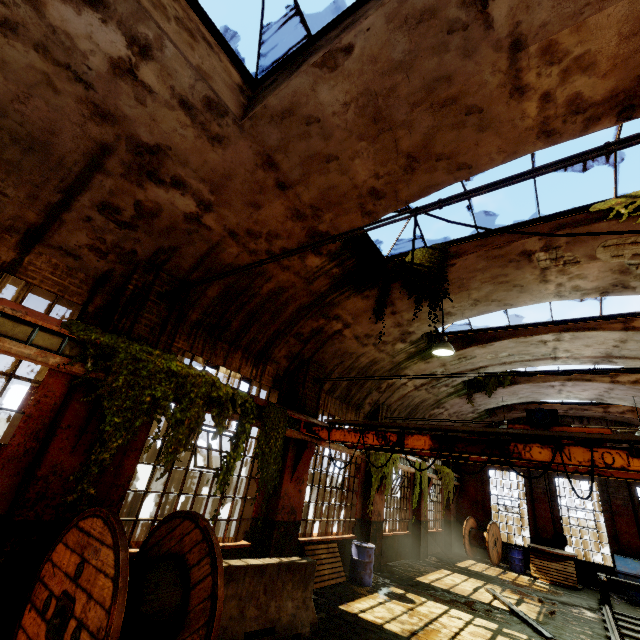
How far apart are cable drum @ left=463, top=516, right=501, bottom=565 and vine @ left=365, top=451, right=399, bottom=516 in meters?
8.0

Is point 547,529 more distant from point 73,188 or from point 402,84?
point 73,188

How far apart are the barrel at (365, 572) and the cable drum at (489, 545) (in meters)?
9.76

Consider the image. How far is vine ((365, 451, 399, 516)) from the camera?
10.3m

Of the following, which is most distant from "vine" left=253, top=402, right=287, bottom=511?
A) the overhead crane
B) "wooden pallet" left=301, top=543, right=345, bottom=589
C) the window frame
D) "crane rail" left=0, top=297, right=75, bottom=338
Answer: the window frame

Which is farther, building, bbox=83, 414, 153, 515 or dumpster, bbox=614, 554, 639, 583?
dumpster, bbox=614, 554, 639, 583

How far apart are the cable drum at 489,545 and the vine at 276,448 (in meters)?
14.68

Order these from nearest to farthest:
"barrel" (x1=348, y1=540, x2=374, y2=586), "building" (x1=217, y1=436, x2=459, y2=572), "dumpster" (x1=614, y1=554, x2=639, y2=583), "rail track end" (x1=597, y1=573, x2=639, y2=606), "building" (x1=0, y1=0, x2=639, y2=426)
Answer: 1. "building" (x1=0, y1=0, x2=639, y2=426)
2. "building" (x1=217, y1=436, x2=459, y2=572)
3. "barrel" (x1=348, y1=540, x2=374, y2=586)
4. "rail track end" (x1=597, y1=573, x2=639, y2=606)
5. "dumpster" (x1=614, y1=554, x2=639, y2=583)
